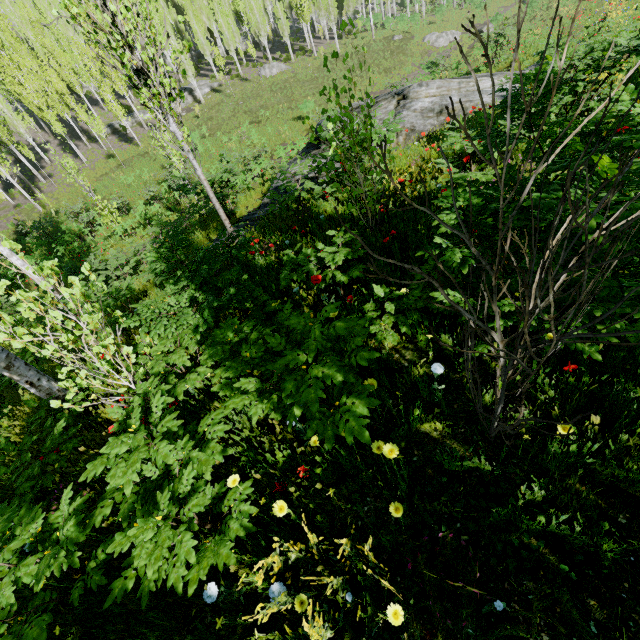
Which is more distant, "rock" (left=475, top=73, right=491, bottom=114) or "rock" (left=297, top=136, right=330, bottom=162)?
"rock" (left=297, top=136, right=330, bottom=162)

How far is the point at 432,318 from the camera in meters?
2.9 m

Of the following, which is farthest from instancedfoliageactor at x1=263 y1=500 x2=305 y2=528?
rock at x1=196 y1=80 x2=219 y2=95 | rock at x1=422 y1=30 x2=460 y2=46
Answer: rock at x1=422 y1=30 x2=460 y2=46

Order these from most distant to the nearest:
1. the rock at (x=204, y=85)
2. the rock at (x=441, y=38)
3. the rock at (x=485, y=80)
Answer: the rock at (x=204, y=85), the rock at (x=441, y=38), the rock at (x=485, y=80)

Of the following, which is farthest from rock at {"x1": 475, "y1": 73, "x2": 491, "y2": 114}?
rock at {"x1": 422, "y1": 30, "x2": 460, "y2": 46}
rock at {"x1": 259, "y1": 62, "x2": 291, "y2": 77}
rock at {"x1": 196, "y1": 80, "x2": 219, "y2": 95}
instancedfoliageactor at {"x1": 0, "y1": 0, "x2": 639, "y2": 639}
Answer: rock at {"x1": 196, "y1": 80, "x2": 219, "y2": 95}

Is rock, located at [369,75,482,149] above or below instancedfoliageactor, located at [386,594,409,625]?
below

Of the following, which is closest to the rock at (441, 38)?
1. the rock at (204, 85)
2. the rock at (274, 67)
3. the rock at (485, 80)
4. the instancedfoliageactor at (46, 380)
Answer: the instancedfoliageactor at (46, 380)

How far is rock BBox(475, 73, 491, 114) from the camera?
8.89m
